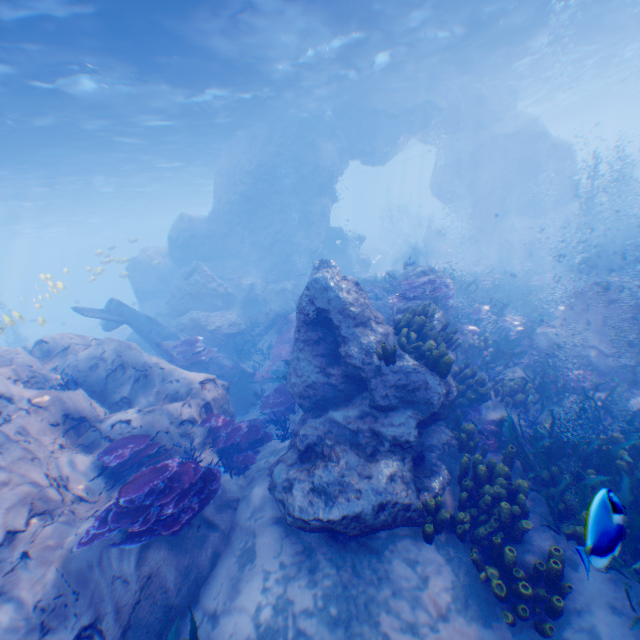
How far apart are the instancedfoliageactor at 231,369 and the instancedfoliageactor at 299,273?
9.3 meters

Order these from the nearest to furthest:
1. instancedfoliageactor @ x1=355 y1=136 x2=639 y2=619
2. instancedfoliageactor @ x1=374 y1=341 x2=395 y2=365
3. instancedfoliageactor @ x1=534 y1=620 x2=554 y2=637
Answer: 1. instancedfoliageactor @ x1=534 y1=620 x2=554 y2=637
2. instancedfoliageactor @ x1=355 y1=136 x2=639 y2=619
3. instancedfoliageactor @ x1=374 y1=341 x2=395 y2=365

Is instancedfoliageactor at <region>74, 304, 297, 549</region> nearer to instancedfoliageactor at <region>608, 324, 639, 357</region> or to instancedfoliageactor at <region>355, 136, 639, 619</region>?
instancedfoliageactor at <region>355, 136, 639, 619</region>

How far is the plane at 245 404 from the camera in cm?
1355

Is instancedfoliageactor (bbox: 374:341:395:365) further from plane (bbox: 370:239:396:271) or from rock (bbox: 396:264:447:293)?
plane (bbox: 370:239:396:271)

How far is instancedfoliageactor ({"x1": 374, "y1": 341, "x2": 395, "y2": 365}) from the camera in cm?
662

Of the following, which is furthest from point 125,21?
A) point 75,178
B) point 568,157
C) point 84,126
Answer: point 568,157

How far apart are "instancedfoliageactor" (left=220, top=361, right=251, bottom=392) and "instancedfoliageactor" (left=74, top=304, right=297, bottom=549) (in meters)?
3.93
